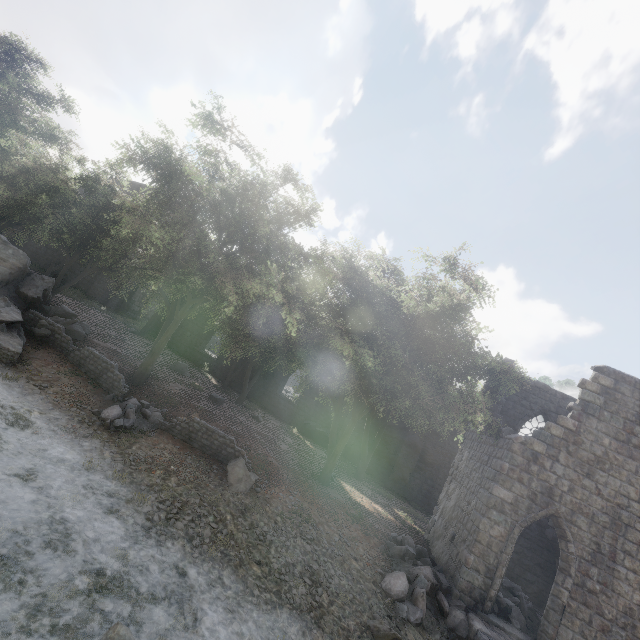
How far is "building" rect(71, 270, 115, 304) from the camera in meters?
30.0

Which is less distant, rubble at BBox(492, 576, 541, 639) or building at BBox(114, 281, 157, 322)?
rubble at BBox(492, 576, 541, 639)

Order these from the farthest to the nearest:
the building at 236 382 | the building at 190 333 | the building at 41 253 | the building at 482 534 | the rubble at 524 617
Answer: the building at 41 253
the building at 190 333
the building at 236 382
the rubble at 524 617
the building at 482 534

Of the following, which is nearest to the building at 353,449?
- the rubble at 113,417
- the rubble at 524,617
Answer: the rubble at 524,617

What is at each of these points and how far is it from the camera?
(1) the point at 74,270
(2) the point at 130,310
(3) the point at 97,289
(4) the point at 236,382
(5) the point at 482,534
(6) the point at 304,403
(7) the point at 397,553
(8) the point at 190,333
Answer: (1) building, 30.42m
(2) building, 32.31m
(3) building, 30.17m
(4) building, 27.45m
(5) building, 11.16m
(6) building, 26.72m
(7) rubble, 12.16m
(8) building, 29.48m

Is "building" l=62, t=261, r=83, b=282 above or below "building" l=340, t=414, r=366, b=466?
above

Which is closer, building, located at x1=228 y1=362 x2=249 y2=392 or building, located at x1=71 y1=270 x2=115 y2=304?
building, located at x1=228 y1=362 x2=249 y2=392

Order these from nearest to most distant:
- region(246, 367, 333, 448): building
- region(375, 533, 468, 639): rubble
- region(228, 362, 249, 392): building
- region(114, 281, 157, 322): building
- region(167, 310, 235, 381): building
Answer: region(375, 533, 468, 639): rubble → region(246, 367, 333, 448): building → region(228, 362, 249, 392): building → region(167, 310, 235, 381): building → region(114, 281, 157, 322): building
